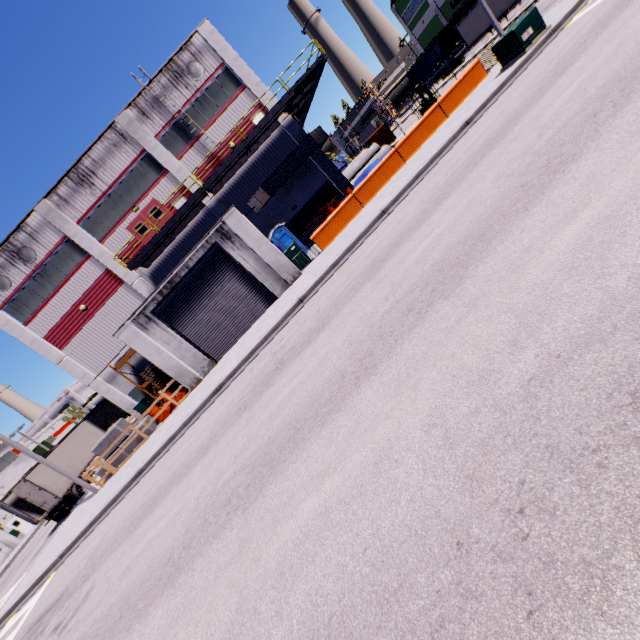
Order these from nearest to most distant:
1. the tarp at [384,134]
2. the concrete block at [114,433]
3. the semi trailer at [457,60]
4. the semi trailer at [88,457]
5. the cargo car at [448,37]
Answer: the concrete block at [114,433], the semi trailer at [88,457], the tarp at [384,134], the semi trailer at [457,60], the cargo car at [448,37]

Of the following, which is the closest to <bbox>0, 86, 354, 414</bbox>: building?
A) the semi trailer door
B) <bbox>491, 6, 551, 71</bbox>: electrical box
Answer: the semi trailer door

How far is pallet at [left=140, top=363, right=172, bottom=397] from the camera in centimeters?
1898cm

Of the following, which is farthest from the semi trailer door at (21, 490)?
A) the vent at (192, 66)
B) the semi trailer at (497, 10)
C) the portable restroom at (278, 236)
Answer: the vent at (192, 66)

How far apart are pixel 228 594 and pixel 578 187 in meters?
7.6 m

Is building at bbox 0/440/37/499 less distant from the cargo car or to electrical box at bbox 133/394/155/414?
electrical box at bbox 133/394/155/414

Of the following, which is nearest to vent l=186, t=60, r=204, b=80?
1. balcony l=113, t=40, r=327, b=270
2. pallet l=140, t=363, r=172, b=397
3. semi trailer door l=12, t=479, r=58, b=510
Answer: balcony l=113, t=40, r=327, b=270

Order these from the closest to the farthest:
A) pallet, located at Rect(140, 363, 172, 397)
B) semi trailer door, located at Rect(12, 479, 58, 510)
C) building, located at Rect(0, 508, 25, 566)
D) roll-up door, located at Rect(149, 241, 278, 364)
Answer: roll-up door, located at Rect(149, 241, 278, 364), pallet, located at Rect(140, 363, 172, 397), semi trailer door, located at Rect(12, 479, 58, 510), building, located at Rect(0, 508, 25, 566)
